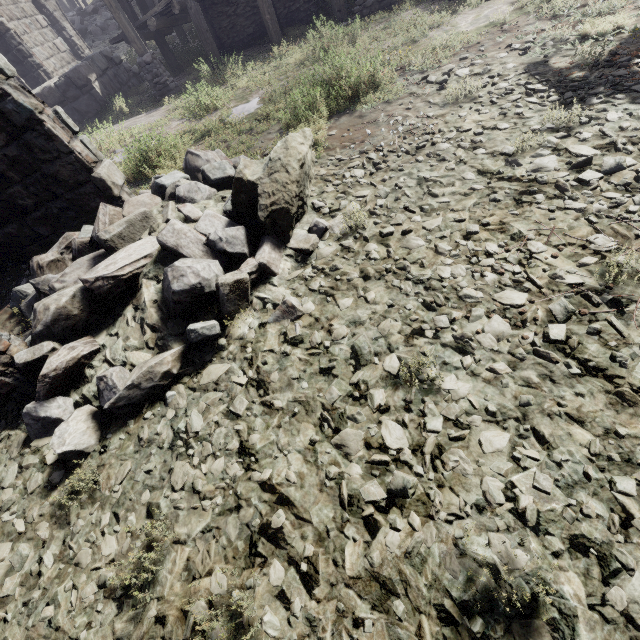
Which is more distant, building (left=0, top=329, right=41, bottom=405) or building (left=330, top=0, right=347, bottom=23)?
building (left=330, top=0, right=347, bottom=23)

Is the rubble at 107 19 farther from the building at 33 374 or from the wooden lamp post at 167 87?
the wooden lamp post at 167 87

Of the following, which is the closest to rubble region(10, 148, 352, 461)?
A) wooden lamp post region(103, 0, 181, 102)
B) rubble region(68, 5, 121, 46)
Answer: wooden lamp post region(103, 0, 181, 102)

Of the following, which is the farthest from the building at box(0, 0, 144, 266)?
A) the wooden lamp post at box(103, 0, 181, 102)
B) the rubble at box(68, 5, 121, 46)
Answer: the wooden lamp post at box(103, 0, 181, 102)

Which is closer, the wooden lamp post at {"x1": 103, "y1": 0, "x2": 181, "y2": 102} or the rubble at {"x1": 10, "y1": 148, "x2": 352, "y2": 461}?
the rubble at {"x1": 10, "y1": 148, "x2": 352, "y2": 461}

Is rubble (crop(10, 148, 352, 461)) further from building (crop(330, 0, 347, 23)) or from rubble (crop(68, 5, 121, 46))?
rubble (crop(68, 5, 121, 46))

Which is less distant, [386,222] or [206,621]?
[206,621]

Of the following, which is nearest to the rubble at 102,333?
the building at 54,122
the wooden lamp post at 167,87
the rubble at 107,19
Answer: the building at 54,122
